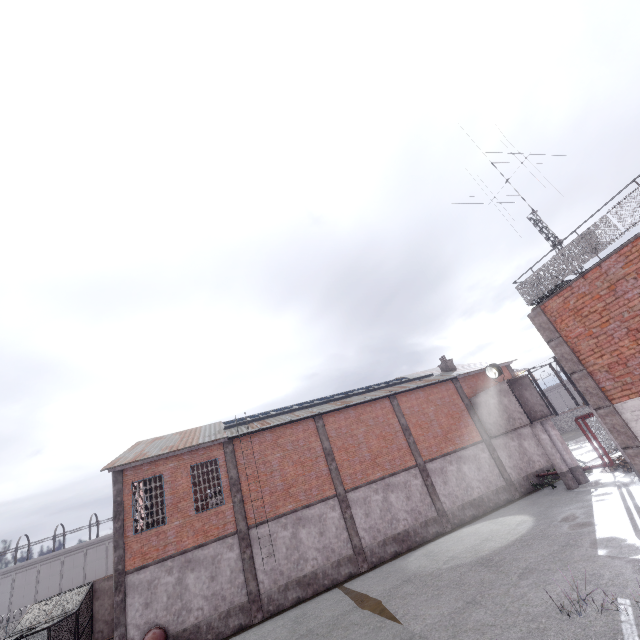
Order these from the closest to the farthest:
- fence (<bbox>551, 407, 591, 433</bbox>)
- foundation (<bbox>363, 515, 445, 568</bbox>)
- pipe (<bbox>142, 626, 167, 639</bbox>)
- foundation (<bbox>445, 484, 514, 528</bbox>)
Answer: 1. pipe (<bbox>142, 626, 167, 639</bbox>)
2. foundation (<bbox>363, 515, 445, 568</bbox>)
3. foundation (<bbox>445, 484, 514, 528</bbox>)
4. fence (<bbox>551, 407, 591, 433</bbox>)

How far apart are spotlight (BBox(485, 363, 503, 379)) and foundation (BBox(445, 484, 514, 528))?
7.28m

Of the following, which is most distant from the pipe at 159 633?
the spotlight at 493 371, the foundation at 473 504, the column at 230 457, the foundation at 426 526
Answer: the spotlight at 493 371

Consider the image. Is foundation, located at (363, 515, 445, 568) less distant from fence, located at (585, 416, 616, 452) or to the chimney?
the chimney

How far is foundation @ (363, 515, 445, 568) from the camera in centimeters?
1839cm

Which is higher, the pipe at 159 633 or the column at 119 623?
the column at 119 623

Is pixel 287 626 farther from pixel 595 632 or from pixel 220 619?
pixel 595 632

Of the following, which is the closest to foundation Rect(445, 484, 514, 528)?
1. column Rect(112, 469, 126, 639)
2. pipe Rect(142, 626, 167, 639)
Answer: pipe Rect(142, 626, 167, 639)
